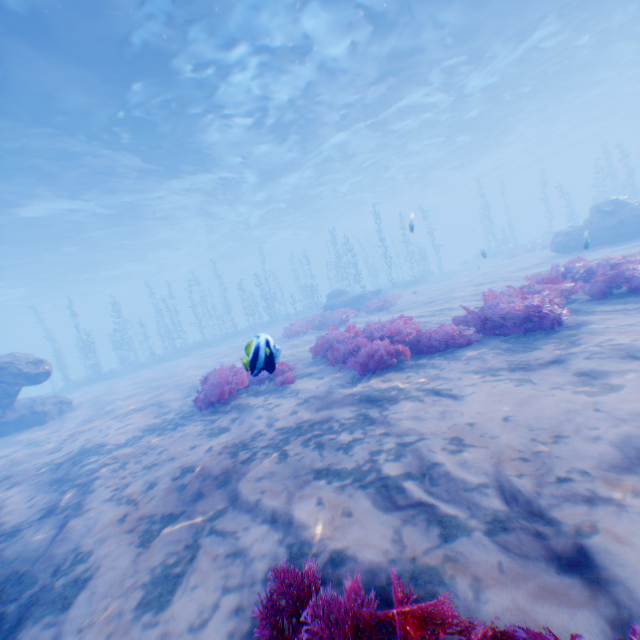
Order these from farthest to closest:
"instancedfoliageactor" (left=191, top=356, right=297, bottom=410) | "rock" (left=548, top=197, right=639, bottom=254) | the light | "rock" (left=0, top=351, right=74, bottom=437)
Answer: "rock" (left=548, top=197, right=639, bottom=254) → the light → "rock" (left=0, top=351, right=74, bottom=437) → "instancedfoliageactor" (left=191, top=356, right=297, bottom=410)

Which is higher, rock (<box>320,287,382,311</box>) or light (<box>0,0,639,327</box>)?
light (<box>0,0,639,327</box>)

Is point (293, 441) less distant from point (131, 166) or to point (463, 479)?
point (463, 479)

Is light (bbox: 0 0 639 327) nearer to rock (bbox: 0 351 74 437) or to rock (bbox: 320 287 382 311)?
rock (bbox: 0 351 74 437)

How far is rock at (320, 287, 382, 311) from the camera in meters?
20.3

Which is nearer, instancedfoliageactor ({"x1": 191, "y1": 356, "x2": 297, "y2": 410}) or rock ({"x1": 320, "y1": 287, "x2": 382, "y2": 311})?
instancedfoliageactor ({"x1": 191, "y1": 356, "x2": 297, "y2": 410})

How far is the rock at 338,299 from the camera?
20.28m

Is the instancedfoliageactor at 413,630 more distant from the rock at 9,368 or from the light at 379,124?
the light at 379,124
